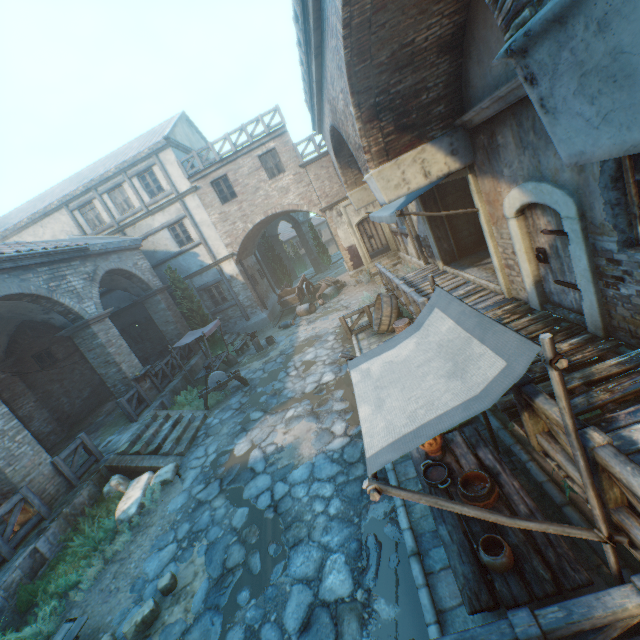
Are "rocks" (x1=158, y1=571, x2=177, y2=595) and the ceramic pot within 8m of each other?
yes

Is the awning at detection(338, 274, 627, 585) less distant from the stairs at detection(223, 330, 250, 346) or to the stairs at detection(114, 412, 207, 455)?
the stairs at detection(114, 412, 207, 455)

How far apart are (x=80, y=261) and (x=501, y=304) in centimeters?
1468cm

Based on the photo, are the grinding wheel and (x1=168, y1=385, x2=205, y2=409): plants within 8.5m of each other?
yes

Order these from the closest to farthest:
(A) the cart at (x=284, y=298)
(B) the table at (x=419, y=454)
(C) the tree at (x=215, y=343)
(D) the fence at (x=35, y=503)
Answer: (B) the table at (x=419, y=454)
(D) the fence at (x=35, y=503)
(C) the tree at (x=215, y=343)
(A) the cart at (x=284, y=298)

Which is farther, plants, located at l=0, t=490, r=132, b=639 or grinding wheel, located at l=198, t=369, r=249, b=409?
grinding wheel, located at l=198, t=369, r=249, b=409

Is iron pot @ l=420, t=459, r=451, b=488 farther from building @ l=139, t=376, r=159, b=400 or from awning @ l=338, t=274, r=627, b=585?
building @ l=139, t=376, r=159, b=400

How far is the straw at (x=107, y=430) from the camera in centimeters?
1156cm
